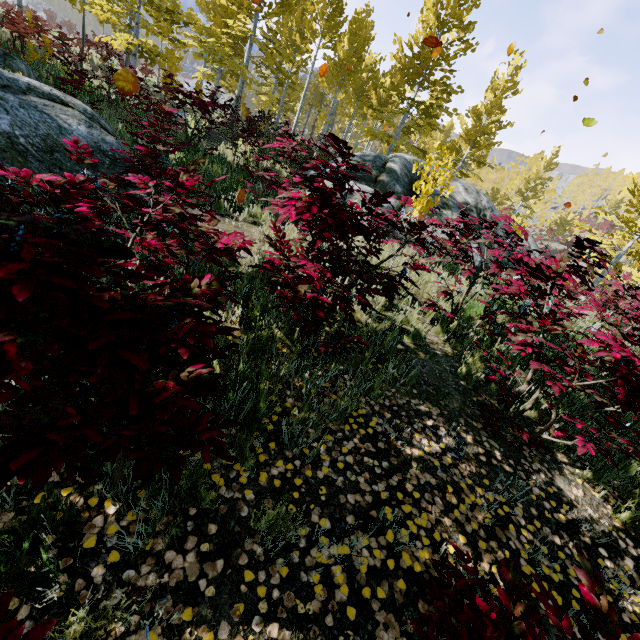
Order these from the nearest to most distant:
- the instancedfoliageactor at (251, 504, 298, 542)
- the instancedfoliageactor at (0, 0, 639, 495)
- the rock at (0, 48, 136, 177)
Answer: the instancedfoliageactor at (0, 0, 639, 495)
the instancedfoliageactor at (251, 504, 298, 542)
the rock at (0, 48, 136, 177)

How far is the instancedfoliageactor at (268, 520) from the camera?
1.8 meters

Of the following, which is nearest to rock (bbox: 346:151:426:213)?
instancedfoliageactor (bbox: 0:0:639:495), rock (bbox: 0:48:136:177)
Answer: instancedfoliageactor (bbox: 0:0:639:495)

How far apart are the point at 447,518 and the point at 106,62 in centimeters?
3177cm

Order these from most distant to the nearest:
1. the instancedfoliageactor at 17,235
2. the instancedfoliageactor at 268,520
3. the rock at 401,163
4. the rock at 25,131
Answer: the rock at 401,163 → the rock at 25,131 → the instancedfoliageactor at 268,520 → the instancedfoliageactor at 17,235

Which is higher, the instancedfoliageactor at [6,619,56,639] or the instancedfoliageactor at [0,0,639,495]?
the instancedfoliageactor at [0,0,639,495]
